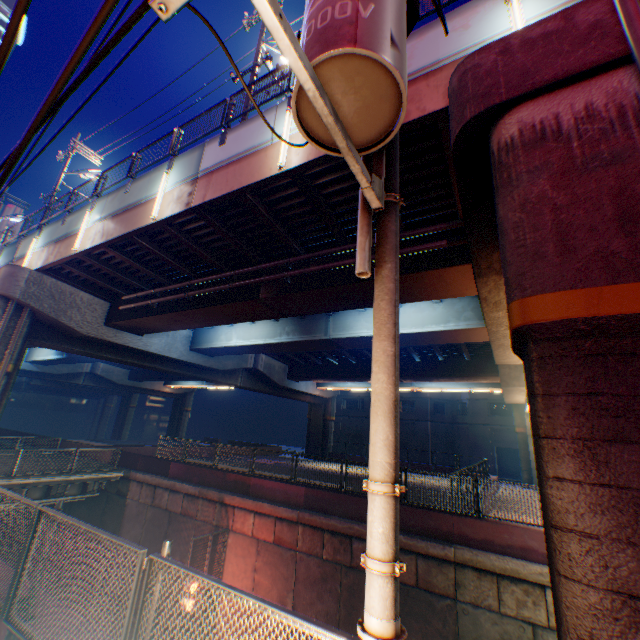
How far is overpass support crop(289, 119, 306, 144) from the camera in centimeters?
780cm

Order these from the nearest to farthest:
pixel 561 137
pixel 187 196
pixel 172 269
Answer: pixel 561 137 → pixel 187 196 → pixel 172 269

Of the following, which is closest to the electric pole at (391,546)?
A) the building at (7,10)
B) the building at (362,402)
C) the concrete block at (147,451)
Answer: the concrete block at (147,451)

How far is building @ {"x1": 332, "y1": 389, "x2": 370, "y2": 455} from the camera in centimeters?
4675cm

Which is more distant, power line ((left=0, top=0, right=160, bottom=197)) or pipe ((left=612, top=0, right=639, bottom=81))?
pipe ((left=612, top=0, right=639, bottom=81))

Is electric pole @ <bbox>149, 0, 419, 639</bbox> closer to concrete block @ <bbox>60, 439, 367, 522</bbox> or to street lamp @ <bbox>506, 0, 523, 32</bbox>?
street lamp @ <bbox>506, 0, 523, 32</bbox>

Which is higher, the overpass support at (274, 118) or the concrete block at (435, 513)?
the overpass support at (274, 118)

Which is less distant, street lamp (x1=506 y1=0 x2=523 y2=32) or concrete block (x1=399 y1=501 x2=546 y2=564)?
street lamp (x1=506 y1=0 x2=523 y2=32)
